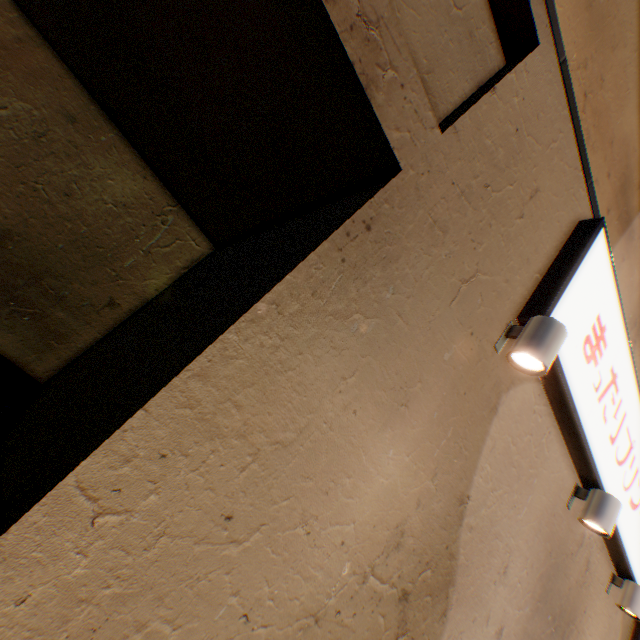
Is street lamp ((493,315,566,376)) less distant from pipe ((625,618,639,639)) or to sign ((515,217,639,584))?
sign ((515,217,639,584))

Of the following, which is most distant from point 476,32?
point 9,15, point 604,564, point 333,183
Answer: point 604,564

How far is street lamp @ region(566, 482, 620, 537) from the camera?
3.51m

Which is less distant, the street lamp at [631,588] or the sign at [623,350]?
the sign at [623,350]

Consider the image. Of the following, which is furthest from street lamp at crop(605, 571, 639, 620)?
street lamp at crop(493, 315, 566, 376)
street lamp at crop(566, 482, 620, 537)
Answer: street lamp at crop(493, 315, 566, 376)

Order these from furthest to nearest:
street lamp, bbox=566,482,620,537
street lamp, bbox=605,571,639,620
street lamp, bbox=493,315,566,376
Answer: street lamp, bbox=605,571,639,620
street lamp, bbox=566,482,620,537
street lamp, bbox=493,315,566,376

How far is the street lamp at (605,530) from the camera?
3.51m

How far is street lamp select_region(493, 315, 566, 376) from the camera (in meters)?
2.40
